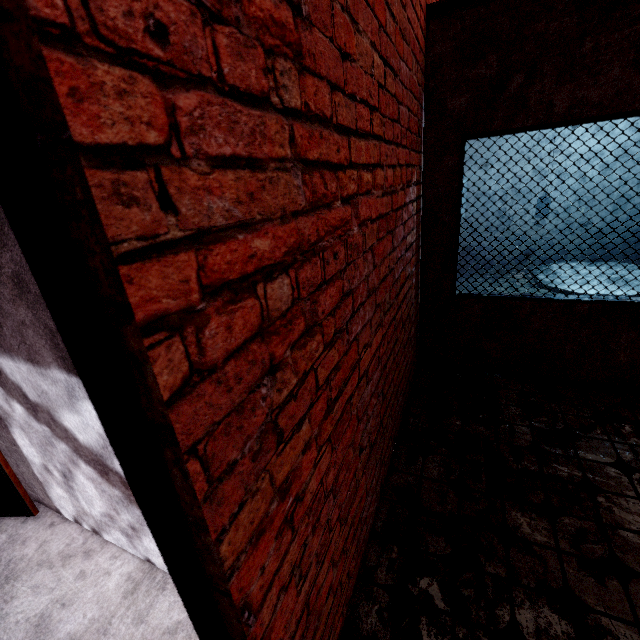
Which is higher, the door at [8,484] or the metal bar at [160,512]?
the metal bar at [160,512]

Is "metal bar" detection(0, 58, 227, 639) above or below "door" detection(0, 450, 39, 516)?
above

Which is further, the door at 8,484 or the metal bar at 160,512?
the door at 8,484

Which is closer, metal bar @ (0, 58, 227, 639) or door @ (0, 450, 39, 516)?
metal bar @ (0, 58, 227, 639)

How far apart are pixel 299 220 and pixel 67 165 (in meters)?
0.53
